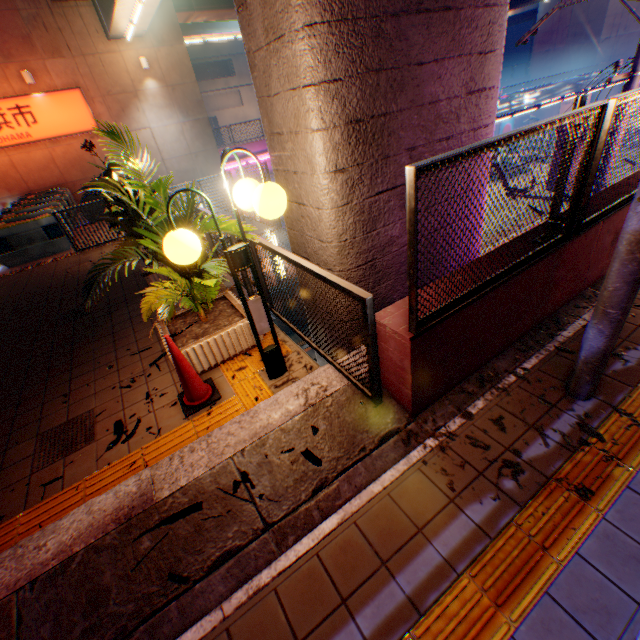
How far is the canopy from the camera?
17.2m

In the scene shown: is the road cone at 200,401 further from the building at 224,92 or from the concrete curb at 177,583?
the building at 224,92

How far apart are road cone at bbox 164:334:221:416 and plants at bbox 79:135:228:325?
0.6m

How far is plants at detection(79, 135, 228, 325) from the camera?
3.07m

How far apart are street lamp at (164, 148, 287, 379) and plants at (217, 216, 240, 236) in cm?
20

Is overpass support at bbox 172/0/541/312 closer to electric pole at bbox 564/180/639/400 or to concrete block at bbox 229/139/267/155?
electric pole at bbox 564/180/639/400

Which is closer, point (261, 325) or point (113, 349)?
point (261, 325)

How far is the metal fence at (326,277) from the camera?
2.50m
